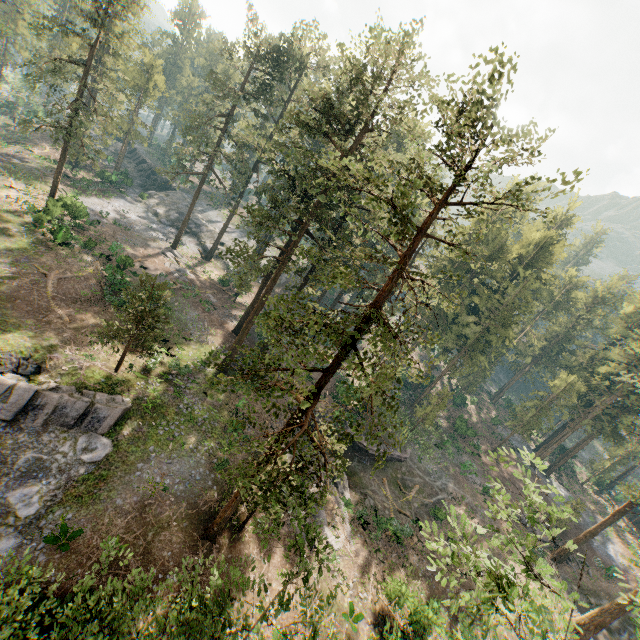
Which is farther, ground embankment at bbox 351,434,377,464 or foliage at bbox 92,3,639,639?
ground embankment at bbox 351,434,377,464

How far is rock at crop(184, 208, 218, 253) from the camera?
52.9 meters

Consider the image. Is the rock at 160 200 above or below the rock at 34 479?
above

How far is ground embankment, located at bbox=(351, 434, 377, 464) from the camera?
34.2 meters

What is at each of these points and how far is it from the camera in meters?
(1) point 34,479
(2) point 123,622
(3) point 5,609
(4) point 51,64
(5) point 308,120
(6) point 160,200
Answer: (1) rock, 17.9 m
(2) foliage, 10.8 m
(3) foliage, 9.9 m
(4) foliage, 29.7 m
(5) foliage, 22.4 m
(6) rock, 56.7 m

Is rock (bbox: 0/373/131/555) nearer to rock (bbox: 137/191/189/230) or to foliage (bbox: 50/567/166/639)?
foliage (bbox: 50/567/166/639)

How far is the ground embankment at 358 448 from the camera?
34.2 meters
